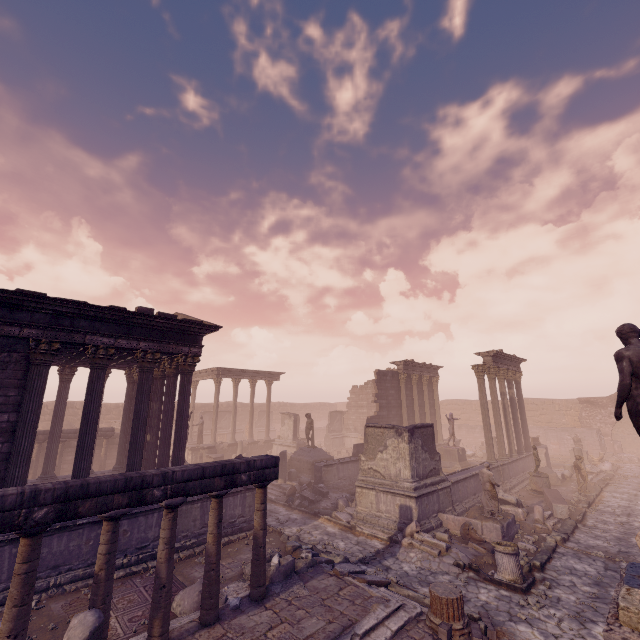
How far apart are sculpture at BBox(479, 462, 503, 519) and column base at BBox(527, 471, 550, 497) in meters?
6.9 m

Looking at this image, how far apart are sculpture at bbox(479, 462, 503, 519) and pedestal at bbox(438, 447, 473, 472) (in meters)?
8.42

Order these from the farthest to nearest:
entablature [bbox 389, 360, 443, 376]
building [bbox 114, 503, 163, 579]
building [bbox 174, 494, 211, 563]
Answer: entablature [bbox 389, 360, 443, 376]
building [bbox 174, 494, 211, 563]
building [bbox 114, 503, 163, 579]

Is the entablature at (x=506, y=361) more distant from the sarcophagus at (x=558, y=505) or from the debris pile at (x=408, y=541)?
the debris pile at (x=408, y=541)

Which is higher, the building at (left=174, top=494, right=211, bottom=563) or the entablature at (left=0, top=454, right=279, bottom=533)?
the entablature at (left=0, top=454, right=279, bottom=533)

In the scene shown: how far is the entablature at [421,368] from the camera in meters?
25.1 m

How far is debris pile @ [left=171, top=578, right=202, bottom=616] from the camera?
7.4 meters

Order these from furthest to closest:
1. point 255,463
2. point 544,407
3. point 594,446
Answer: point 544,407
point 594,446
point 255,463
